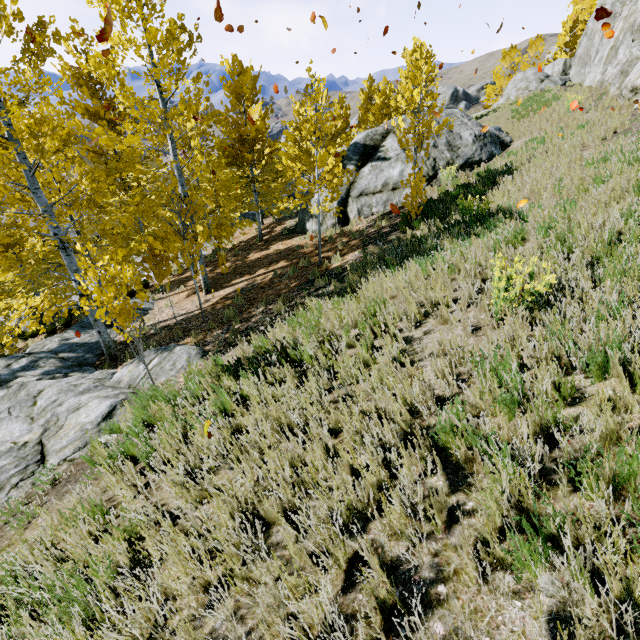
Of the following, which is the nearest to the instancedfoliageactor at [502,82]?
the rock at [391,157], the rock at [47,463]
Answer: the rock at [47,463]

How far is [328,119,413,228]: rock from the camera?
14.24m

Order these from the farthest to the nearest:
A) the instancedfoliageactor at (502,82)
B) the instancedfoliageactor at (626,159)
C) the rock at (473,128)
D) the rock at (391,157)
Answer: the instancedfoliageactor at (502,82) < the rock at (391,157) < the rock at (473,128) < the instancedfoliageactor at (626,159)

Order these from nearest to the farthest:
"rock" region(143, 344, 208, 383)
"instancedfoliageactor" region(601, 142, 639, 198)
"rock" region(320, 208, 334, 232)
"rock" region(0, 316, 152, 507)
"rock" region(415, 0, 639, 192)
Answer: "rock" region(0, 316, 152, 507)
"instancedfoliageactor" region(601, 142, 639, 198)
"rock" region(143, 344, 208, 383)
"rock" region(415, 0, 639, 192)
"rock" region(320, 208, 334, 232)

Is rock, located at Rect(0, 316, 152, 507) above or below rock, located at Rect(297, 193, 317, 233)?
below

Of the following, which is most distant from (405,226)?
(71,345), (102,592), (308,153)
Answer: (71,345)

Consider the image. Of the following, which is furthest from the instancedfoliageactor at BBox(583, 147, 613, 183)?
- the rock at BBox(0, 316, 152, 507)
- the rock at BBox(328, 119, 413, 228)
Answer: the rock at BBox(328, 119, 413, 228)

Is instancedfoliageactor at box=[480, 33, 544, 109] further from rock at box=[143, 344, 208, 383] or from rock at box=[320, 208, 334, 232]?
rock at box=[320, 208, 334, 232]
